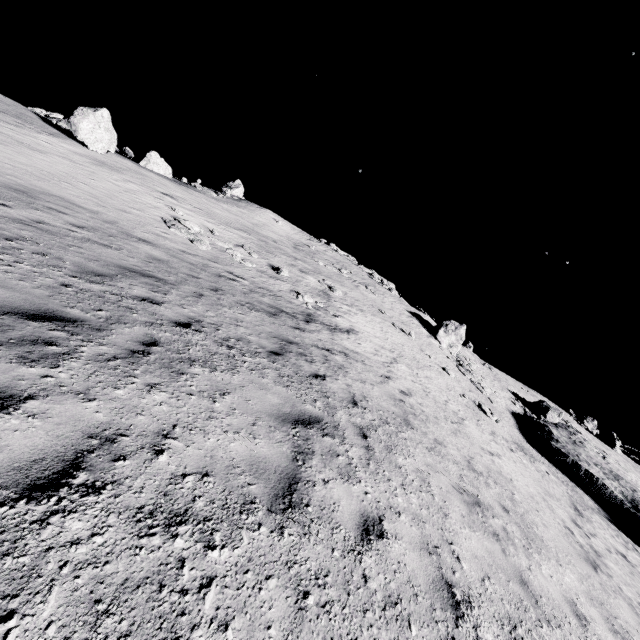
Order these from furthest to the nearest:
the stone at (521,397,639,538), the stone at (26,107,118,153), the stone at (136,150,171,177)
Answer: the stone at (136,150,171,177)
the stone at (521,397,639,538)
the stone at (26,107,118,153)

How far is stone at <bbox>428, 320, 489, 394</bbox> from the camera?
29.17m

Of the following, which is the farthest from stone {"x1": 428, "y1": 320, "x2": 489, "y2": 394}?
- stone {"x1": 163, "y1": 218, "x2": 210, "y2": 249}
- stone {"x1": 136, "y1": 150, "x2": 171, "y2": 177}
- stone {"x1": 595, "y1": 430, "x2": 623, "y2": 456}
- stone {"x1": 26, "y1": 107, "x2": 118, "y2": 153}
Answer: stone {"x1": 136, "y1": 150, "x2": 171, "y2": 177}

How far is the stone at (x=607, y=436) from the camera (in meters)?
53.84

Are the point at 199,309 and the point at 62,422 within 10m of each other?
yes

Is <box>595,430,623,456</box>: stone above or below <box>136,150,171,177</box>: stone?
below

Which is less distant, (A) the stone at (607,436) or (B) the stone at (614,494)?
(B) the stone at (614,494)

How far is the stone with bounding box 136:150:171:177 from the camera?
35.5m
